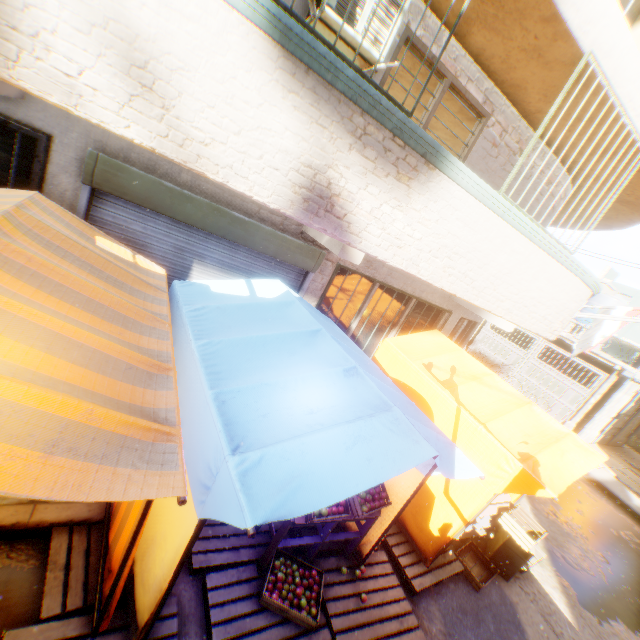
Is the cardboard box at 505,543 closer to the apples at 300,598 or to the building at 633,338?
the building at 633,338

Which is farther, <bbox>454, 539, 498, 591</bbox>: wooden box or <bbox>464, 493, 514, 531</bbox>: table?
<bbox>464, 493, 514, 531</bbox>: table

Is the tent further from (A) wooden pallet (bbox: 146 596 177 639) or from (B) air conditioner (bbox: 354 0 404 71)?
(B) air conditioner (bbox: 354 0 404 71)

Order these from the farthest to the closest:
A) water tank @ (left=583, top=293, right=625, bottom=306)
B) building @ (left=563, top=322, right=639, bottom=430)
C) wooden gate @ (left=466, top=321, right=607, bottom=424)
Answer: water tank @ (left=583, top=293, right=625, bottom=306) < wooden gate @ (left=466, top=321, right=607, bottom=424) < building @ (left=563, top=322, right=639, bottom=430)

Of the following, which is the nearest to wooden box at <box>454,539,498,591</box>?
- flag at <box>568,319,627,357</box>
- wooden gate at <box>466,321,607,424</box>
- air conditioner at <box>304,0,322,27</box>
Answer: wooden gate at <box>466,321,607,424</box>

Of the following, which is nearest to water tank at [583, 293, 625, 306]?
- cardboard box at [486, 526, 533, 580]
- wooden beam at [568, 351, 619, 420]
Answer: wooden beam at [568, 351, 619, 420]

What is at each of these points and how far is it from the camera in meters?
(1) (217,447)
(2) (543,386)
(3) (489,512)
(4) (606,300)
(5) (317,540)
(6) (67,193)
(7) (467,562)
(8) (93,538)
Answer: (1) tent, 2.1
(2) wooden gate, 15.1
(3) table, 5.4
(4) water tank, 16.9
(5) table, 3.7
(6) building, 3.7
(7) wooden box, 5.2
(8) wooden pallet, 3.1

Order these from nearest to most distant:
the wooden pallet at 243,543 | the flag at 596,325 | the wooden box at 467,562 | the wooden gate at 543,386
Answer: the wooden pallet at 243,543
the wooden box at 467,562
the flag at 596,325
the wooden gate at 543,386
